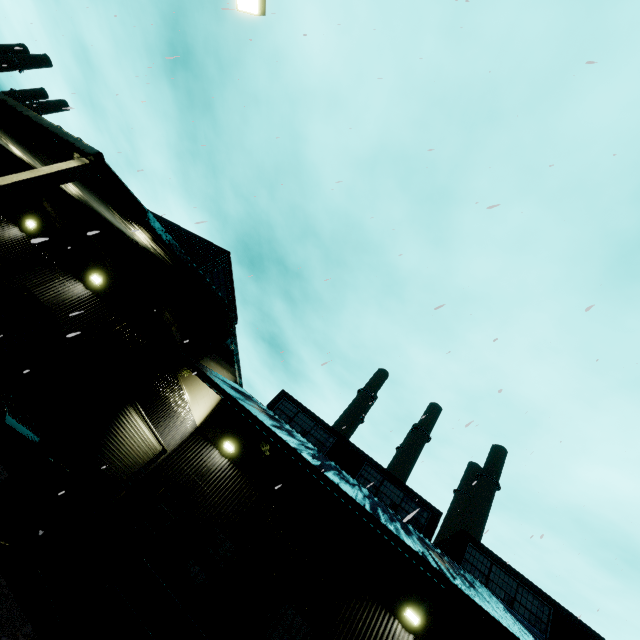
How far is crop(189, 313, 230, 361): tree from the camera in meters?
11.6 m

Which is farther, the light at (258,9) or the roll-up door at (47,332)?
the roll-up door at (47,332)

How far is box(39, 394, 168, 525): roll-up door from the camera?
9.86m

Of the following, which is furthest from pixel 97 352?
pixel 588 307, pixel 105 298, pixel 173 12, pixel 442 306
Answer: pixel 173 12

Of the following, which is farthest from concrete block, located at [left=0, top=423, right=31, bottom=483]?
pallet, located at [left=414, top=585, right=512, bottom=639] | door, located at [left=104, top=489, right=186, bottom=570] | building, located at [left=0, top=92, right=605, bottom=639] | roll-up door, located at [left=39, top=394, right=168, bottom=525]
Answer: door, located at [left=104, top=489, right=186, bottom=570]

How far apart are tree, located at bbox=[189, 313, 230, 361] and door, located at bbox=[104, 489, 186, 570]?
5.7m

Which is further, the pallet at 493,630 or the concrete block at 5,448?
the concrete block at 5,448

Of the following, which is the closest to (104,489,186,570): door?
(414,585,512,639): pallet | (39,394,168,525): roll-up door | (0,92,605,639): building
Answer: (0,92,605,639): building
